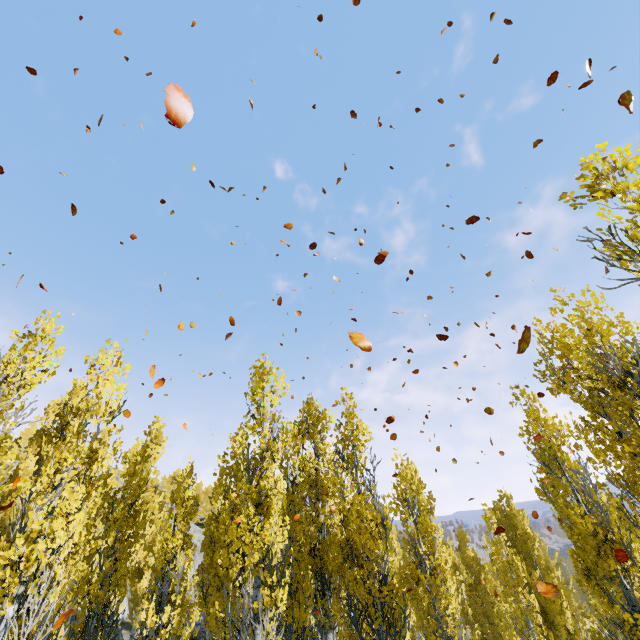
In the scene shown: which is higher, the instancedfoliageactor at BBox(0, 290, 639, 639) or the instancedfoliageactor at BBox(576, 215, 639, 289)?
the instancedfoliageactor at BBox(576, 215, 639, 289)

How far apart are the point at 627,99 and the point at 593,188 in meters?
0.7

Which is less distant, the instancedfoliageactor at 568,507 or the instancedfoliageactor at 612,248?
the instancedfoliageactor at 612,248

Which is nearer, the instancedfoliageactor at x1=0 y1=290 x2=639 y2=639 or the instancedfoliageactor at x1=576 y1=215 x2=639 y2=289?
the instancedfoliageactor at x1=576 y1=215 x2=639 y2=289
